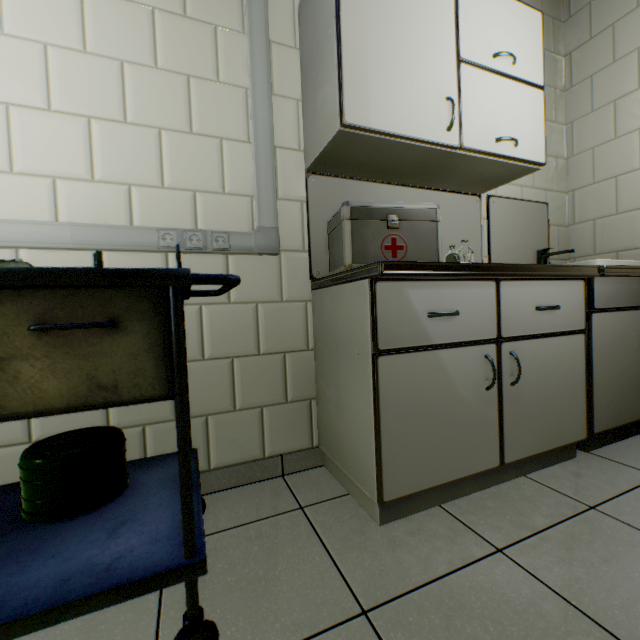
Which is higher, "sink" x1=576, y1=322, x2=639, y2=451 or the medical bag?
the medical bag

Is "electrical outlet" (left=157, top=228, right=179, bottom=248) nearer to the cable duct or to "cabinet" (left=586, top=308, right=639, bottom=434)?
the cable duct

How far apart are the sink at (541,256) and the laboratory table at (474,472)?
0.1 meters

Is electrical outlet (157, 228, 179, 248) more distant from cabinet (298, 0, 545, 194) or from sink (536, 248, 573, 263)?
sink (536, 248, 573, 263)

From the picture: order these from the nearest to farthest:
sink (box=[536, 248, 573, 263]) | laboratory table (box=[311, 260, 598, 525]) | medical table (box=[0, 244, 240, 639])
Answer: medical table (box=[0, 244, 240, 639]) → laboratory table (box=[311, 260, 598, 525]) → sink (box=[536, 248, 573, 263])

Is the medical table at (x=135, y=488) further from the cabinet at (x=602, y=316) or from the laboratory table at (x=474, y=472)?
the cabinet at (x=602, y=316)

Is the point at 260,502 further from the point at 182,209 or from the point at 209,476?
the point at 182,209

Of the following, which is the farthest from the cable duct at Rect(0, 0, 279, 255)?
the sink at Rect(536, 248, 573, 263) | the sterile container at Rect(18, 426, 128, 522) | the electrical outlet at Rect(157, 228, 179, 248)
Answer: the sink at Rect(536, 248, 573, 263)
